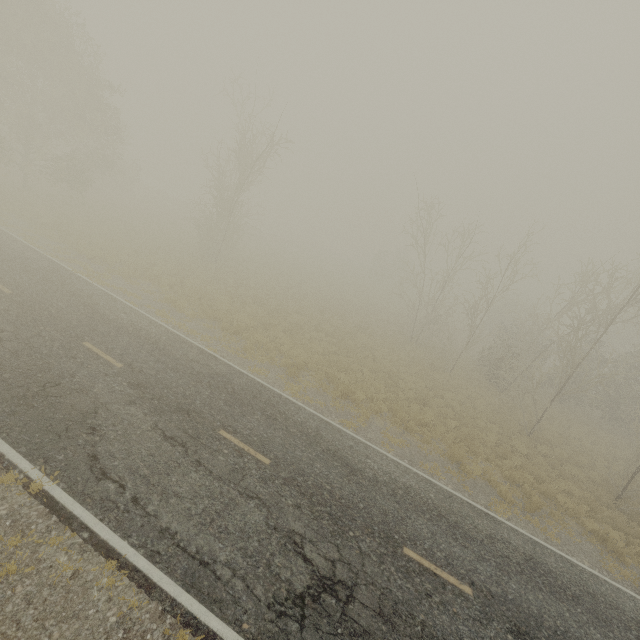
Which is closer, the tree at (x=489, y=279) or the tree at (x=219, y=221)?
the tree at (x=489, y=279)

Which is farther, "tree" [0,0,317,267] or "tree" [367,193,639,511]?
"tree" [0,0,317,267]

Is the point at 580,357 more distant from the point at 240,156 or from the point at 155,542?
the point at 240,156
